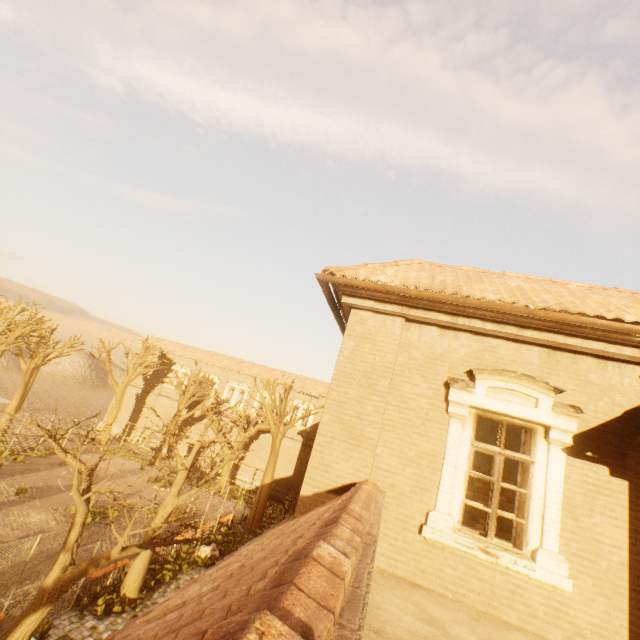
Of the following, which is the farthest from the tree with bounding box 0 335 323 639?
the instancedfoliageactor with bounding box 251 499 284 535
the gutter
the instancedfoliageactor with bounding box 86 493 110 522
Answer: the instancedfoliageactor with bounding box 86 493 110 522

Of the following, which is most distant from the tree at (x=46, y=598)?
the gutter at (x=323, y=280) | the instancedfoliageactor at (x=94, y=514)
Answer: the instancedfoliageactor at (x=94, y=514)

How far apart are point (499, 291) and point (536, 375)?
1.6 meters

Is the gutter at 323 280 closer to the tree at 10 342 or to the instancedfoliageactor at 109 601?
the tree at 10 342

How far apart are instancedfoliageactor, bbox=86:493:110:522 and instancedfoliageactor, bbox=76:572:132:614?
4.4 meters

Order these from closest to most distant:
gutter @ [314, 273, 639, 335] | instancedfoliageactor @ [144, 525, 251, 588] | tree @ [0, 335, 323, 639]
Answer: gutter @ [314, 273, 639, 335] < tree @ [0, 335, 323, 639] < instancedfoliageactor @ [144, 525, 251, 588]

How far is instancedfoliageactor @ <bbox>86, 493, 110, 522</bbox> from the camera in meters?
17.2 m

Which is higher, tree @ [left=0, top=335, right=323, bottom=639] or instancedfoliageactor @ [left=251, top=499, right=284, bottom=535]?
tree @ [left=0, top=335, right=323, bottom=639]
